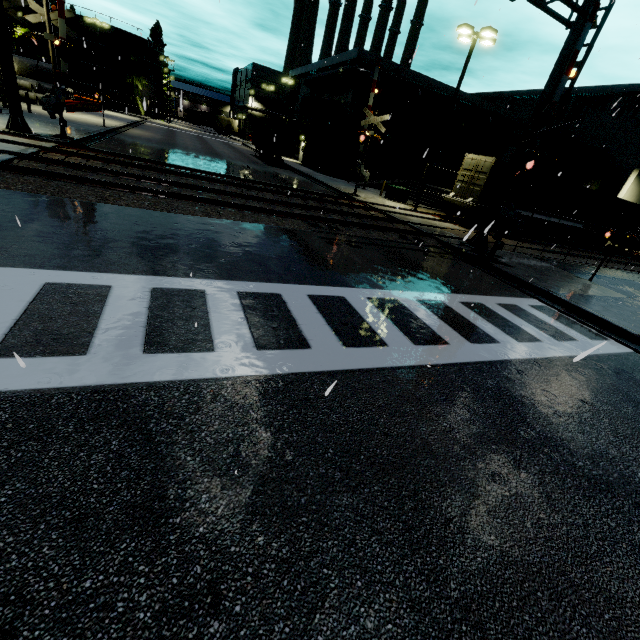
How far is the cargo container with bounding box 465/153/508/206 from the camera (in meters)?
19.36

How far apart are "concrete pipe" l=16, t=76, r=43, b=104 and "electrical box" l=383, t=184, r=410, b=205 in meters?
33.6 m

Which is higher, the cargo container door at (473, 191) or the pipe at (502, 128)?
the pipe at (502, 128)

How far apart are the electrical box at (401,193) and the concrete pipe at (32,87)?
33.64m

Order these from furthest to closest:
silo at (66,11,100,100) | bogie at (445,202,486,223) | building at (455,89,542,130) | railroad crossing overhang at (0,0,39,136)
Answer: silo at (66,11,100,100)
building at (455,89,542,130)
bogie at (445,202,486,223)
railroad crossing overhang at (0,0,39,136)

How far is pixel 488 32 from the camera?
17.2 meters

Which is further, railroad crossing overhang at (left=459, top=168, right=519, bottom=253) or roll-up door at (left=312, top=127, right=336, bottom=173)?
roll-up door at (left=312, top=127, right=336, bottom=173)

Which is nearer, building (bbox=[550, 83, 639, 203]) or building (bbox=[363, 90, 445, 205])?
building (bbox=[363, 90, 445, 205])
